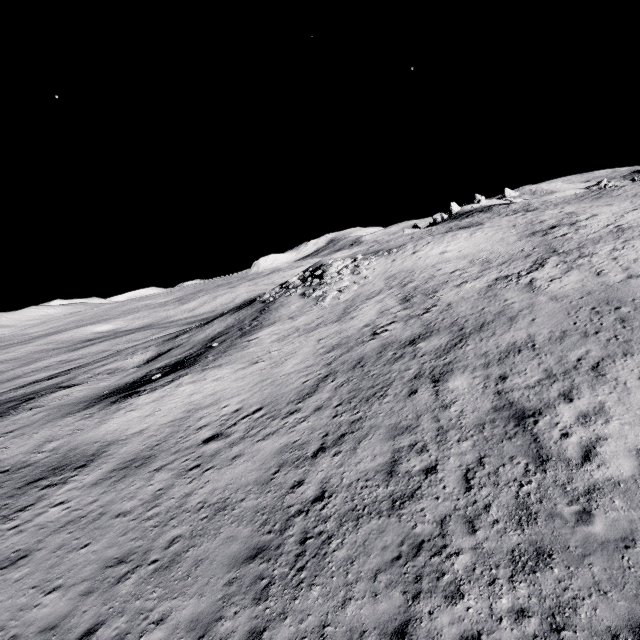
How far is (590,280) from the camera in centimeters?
1742cm

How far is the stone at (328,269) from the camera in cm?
2986

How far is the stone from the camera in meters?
29.9
